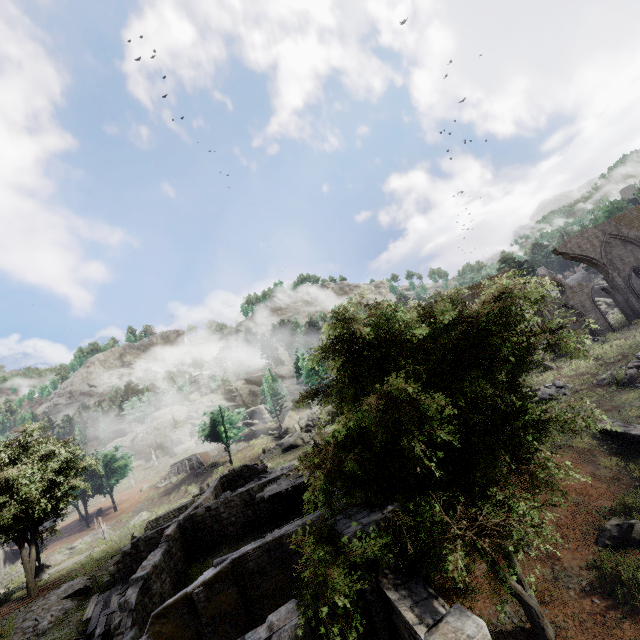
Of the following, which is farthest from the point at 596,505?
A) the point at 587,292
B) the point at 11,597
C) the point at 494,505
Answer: the point at 11,597

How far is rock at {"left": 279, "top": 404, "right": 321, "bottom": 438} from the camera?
49.59m

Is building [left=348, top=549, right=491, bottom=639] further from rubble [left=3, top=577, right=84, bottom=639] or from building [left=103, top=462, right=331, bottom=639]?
rubble [left=3, top=577, right=84, bottom=639]

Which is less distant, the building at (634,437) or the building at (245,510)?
the building at (245,510)

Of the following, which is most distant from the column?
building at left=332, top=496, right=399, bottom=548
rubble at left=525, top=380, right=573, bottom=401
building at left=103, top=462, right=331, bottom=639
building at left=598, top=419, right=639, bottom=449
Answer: building at left=332, top=496, right=399, bottom=548

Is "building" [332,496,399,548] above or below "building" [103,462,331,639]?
above

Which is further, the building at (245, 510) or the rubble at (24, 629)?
the rubble at (24, 629)

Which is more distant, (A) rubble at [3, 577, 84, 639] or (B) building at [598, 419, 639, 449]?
(A) rubble at [3, 577, 84, 639]
